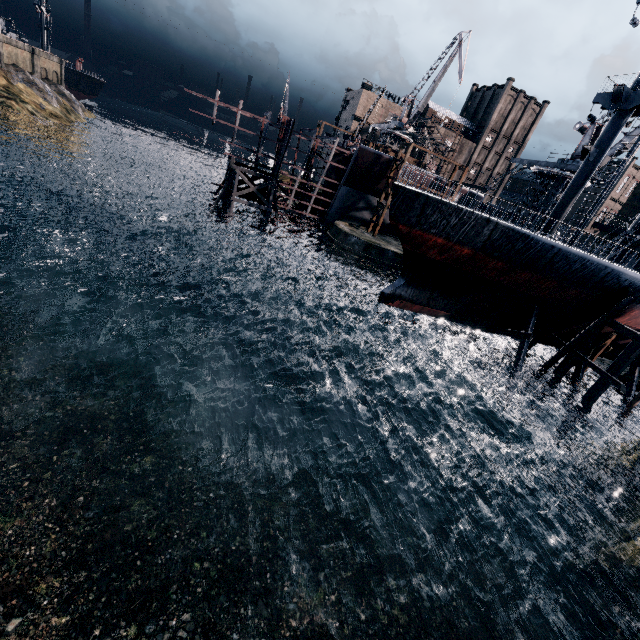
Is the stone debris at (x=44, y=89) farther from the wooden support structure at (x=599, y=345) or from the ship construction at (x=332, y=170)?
the wooden support structure at (x=599, y=345)

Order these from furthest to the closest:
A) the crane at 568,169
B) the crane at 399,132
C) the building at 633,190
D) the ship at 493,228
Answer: the crane at 399,132, the building at 633,190, the crane at 568,169, the ship at 493,228

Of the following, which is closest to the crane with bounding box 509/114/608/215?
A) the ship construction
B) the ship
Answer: the ship construction

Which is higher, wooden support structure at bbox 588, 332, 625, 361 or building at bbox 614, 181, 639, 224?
building at bbox 614, 181, 639, 224

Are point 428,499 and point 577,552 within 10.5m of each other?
yes

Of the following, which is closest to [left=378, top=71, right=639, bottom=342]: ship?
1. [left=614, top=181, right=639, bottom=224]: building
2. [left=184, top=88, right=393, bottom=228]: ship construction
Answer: [left=184, top=88, right=393, bottom=228]: ship construction

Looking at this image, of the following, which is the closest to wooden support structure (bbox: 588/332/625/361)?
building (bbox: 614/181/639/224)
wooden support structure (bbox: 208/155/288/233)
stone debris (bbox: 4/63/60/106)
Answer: wooden support structure (bbox: 208/155/288/233)

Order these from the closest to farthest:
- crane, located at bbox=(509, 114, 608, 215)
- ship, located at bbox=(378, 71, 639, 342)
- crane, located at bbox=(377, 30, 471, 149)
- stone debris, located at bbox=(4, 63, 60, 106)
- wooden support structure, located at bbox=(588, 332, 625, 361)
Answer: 1. ship, located at bbox=(378, 71, 639, 342)
2. wooden support structure, located at bbox=(588, 332, 625, 361)
3. crane, located at bbox=(509, 114, 608, 215)
4. crane, located at bbox=(377, 30, 471, 149)
5. stone debris, located at bbox=(4, 63, 60, 106)
